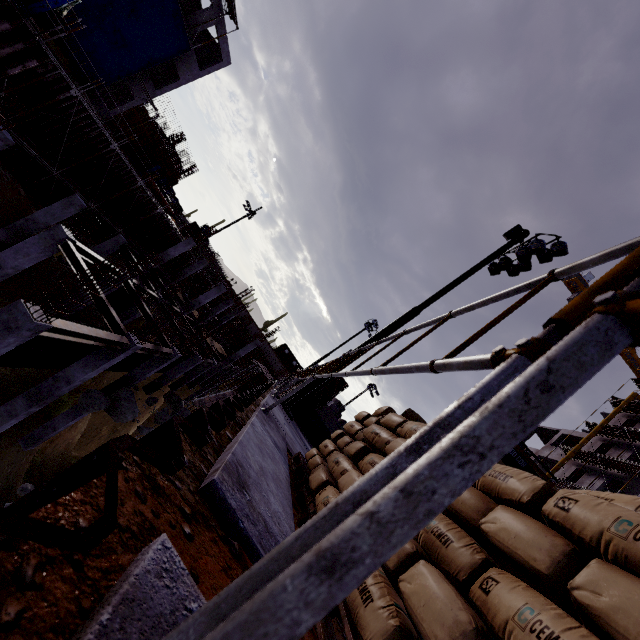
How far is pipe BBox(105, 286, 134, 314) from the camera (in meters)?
22.31

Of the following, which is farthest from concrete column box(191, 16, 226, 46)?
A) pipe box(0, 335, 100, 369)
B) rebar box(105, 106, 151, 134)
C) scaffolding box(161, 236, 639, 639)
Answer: scaffolding box(161, 236, 639, 639)

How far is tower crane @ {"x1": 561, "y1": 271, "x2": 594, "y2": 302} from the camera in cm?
5012

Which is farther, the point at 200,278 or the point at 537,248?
the point at 200,278

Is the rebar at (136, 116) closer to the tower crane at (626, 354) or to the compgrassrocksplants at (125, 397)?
the compgrassrocksplants at (125, 397)

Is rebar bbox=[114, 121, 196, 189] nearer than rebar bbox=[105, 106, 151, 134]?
No

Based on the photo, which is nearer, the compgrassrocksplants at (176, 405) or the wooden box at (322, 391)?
the wooden box at (322, 391)

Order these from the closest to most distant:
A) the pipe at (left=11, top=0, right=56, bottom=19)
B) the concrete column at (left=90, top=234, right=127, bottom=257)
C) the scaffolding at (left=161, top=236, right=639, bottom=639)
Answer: the scaffolding at (left=161, top=236, right=639, bottom=639)
the pipe at (left=11, top=0, right=56, bottom=19)
the concrete column at (left=90, top=234, right=127, bottom=257)
